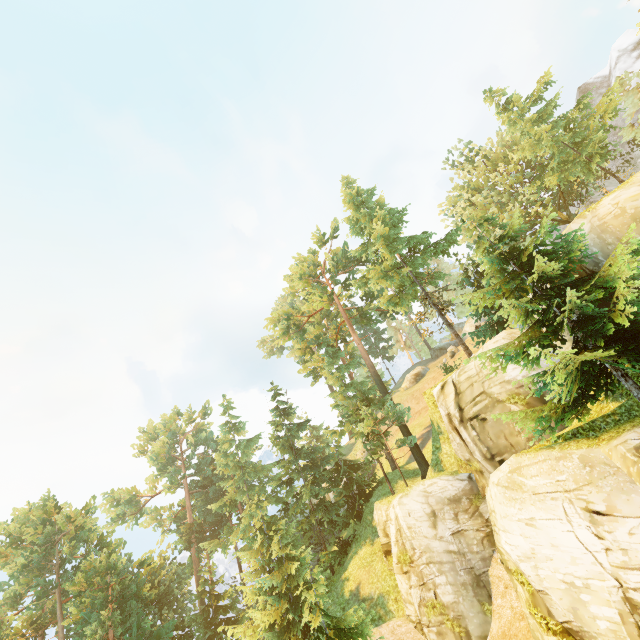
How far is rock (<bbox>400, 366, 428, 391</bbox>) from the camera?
46.9 meters

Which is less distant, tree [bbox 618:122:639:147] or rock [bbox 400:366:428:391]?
tree [bbox 618:122:639:147]

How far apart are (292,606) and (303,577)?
1.6m

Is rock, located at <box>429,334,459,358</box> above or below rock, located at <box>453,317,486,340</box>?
below

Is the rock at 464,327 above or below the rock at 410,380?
above

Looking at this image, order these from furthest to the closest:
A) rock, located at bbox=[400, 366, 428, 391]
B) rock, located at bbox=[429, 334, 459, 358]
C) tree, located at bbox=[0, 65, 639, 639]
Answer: rock, located at bbox=[400, 366, 428, 391] < rock, located at bbox=[429, 334, 459, 358] < tree, located at bbox=[0, 65, 639, 639]

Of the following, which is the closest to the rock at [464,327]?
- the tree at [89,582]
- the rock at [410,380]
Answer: the rock at [410,380]

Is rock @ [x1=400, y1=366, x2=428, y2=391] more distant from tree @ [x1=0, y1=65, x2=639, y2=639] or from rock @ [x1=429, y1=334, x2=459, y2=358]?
tree @ [x1=0, y1=65, x2=639, y2=639]
